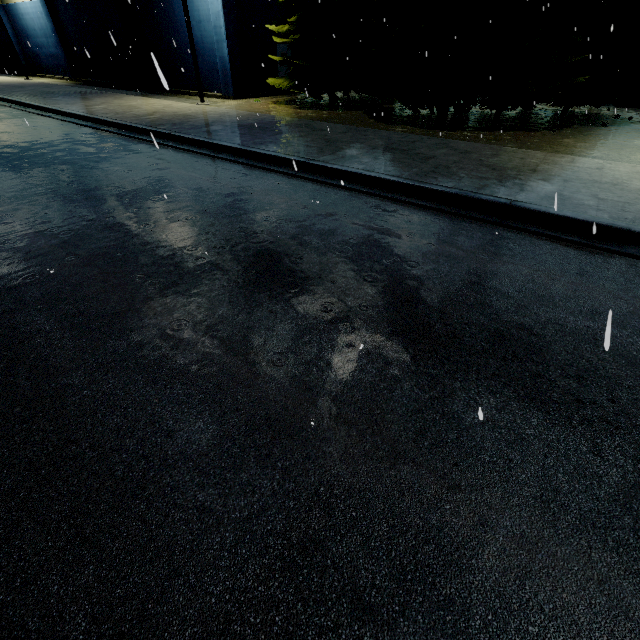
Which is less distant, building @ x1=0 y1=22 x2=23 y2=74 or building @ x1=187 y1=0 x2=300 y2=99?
building @ x1=187 y1=0 x2=300 y2=99

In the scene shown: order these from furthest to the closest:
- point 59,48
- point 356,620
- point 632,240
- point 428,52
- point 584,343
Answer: point 59,48, point 428,52, point 632,240, point 584,343, point 356,620

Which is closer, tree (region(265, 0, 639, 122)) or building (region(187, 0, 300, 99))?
tree (region(265, 0, 639, 122))

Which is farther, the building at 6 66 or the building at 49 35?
the building at 6 66

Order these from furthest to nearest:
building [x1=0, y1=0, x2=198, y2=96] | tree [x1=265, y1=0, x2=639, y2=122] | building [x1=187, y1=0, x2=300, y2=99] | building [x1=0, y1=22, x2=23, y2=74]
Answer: building [x1=0, y1=22, x2=23, y2=74] < building [x1=0, y1=0, x2=198, y2=96] < building [x1=187, y1=0, x2=300, y2=99] < tree [x1=265, y1=0, x2=639, y2=122]
